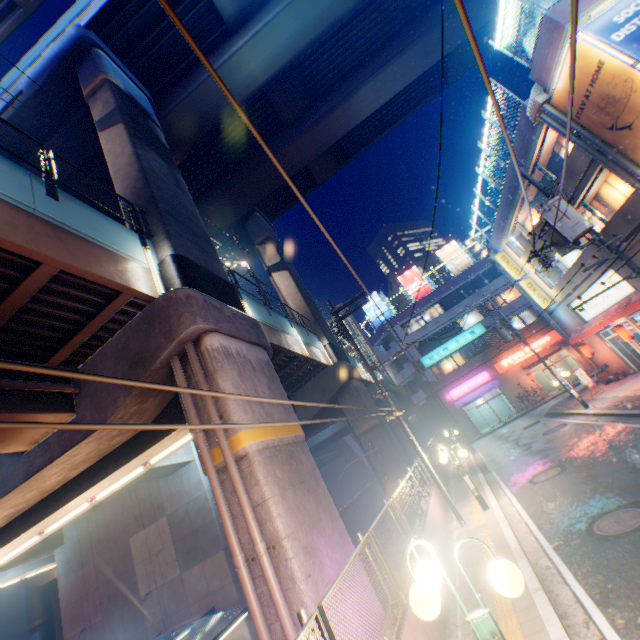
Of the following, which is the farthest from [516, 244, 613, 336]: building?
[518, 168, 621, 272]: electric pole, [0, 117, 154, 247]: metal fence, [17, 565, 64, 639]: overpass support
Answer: [17, 565, 64, 639]: overpass support

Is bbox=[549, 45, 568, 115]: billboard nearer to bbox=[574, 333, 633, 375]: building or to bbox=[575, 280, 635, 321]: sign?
bbox=[574, 333, 633, 375]: building

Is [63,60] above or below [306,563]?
above

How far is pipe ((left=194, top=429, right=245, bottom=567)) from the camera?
6.4m

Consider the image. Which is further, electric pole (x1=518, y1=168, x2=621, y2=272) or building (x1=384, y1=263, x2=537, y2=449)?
building (x1=384, y1=263, x2=537, y2=449)

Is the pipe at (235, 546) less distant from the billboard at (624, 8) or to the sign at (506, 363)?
the billboard at (624, 8)

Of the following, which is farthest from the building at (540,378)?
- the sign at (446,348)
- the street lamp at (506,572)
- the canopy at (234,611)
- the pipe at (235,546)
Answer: the canopy at (234,611)

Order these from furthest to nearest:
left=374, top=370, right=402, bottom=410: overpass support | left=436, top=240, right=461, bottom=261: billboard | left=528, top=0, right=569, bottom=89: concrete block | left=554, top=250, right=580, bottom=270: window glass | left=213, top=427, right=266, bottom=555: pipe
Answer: left=436, top=240, right=461, bottom=261: billboard → left=374, top=370, right=402, bottom=410: overpass support → left=554, top=250, right=580, bottom=270: window glass → left=528, top=0, right=569, bottom=89: concrete block → left=213, top=427, right=266, bottom=555: pipe
